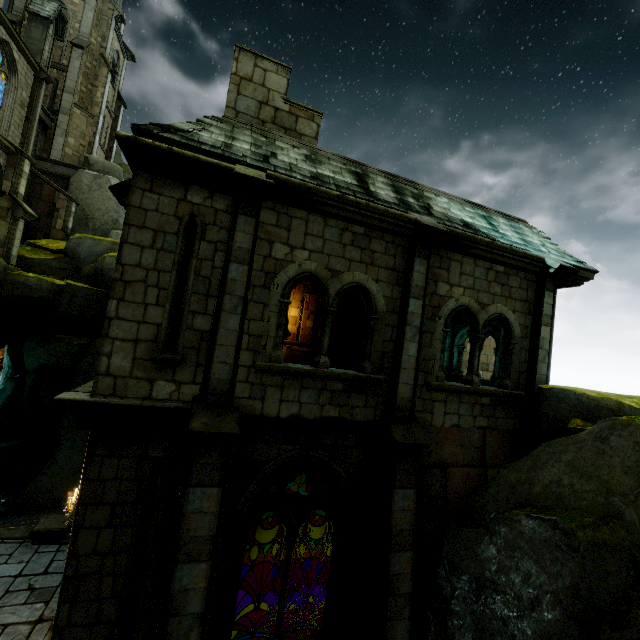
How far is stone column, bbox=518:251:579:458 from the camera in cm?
777

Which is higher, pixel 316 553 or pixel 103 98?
pixel 103 98

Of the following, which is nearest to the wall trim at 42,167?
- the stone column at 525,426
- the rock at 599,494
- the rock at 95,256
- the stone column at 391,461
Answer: the rock at 95,256

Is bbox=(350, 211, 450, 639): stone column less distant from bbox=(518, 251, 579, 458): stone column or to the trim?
bbox=(518, 251, 579, 458): stone column

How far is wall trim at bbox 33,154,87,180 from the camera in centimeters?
2325cm

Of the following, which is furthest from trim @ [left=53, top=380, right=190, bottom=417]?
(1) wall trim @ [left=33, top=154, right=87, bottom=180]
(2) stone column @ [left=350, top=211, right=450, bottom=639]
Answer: (1) wall trim @ [left=33, top=154, right=87, bottom=180]

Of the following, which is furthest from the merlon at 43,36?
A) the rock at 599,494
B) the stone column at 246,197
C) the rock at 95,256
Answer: the rock at 599,494

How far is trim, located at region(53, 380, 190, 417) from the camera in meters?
5.0
